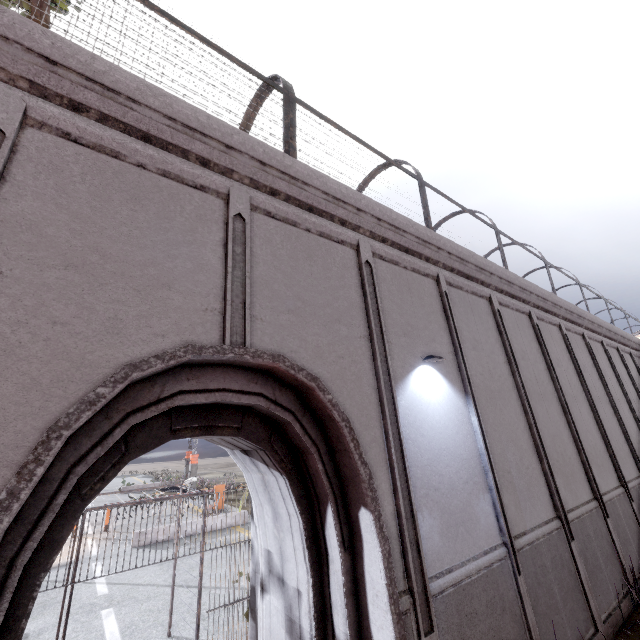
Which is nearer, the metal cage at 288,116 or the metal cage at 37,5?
the metal cage at 37,5

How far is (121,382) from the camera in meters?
2.9 m

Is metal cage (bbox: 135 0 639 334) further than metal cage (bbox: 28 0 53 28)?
Yes
